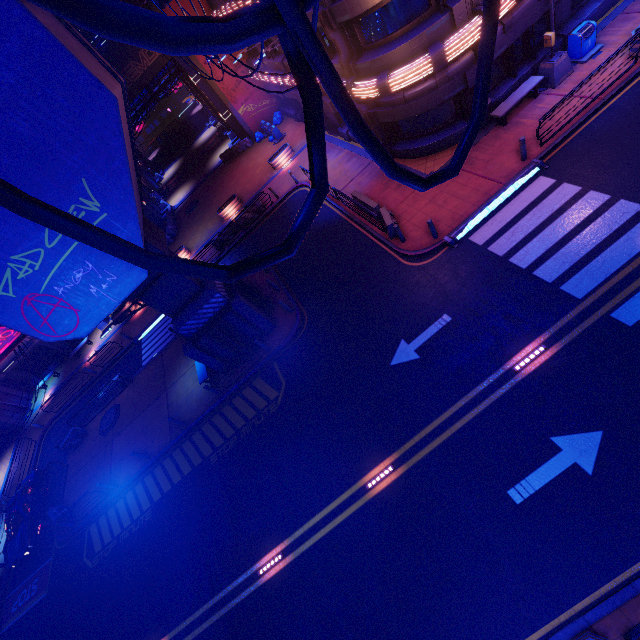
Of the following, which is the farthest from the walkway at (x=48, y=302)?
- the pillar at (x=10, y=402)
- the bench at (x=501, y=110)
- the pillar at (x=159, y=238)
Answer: the bench at (x=501, y=110)

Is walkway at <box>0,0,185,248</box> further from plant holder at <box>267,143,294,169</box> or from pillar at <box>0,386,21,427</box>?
pillar at <box>0,386,21,427</box>

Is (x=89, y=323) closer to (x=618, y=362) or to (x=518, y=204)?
(x=618, y=362)

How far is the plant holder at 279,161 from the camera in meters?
26.5

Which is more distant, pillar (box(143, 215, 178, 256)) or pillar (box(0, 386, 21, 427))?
pillar (box(0, 386, 21, 427))

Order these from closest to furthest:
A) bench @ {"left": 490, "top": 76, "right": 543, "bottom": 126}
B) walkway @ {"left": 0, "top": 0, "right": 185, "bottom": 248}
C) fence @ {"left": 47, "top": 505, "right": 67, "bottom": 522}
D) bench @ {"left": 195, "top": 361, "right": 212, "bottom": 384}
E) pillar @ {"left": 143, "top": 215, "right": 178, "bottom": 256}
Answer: walkway @ {"left": 0, "top": 0, "right": 185, "bottom": 248}, pillar @ {"left": 143, "top": 215, "right": 178, "bottom": 256}, bench @ {"left": 490, "top": 76, "right": 543, "bottom": 126}, bench @ {"left": 195, "top": 361, "right": 212, "bottom": 384}, fence @ {"left": 47, "top": 505, "right": 67, "bottom": 522}

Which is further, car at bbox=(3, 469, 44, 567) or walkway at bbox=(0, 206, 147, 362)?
car at bbox=(3, 469, 44, 567)

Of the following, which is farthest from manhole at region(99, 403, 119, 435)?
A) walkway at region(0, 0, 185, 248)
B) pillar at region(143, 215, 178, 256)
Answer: walkway at region(0, 0, 185, 248)
